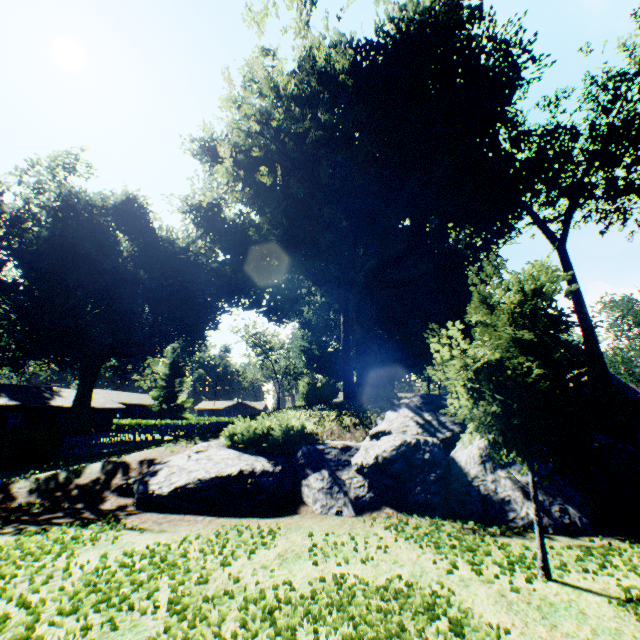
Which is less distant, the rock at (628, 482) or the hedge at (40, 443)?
the rock at (628, 482)

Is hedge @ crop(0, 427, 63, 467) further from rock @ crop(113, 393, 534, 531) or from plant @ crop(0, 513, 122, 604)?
rock @ crop(113, 393, 534, 531)

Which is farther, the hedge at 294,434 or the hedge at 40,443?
the hedge at 40,443

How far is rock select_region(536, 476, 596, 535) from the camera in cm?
658

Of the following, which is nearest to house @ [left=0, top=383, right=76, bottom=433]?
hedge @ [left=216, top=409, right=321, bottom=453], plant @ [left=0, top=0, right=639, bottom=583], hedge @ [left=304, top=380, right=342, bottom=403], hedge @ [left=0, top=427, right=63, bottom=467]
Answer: plant @ [left=0, top=0, right=639, bottom=583]

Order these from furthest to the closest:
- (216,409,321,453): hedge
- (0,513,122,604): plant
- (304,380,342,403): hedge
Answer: (304,380,342,403): hedge → (216,409,321,453): hedge → (0,513,122,604): plant

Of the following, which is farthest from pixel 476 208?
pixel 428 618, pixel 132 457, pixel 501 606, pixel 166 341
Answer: pixel 166 341

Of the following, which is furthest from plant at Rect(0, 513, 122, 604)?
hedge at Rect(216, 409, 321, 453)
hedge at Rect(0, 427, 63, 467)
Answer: hedge at Rect(216, 409, 321, 453)
